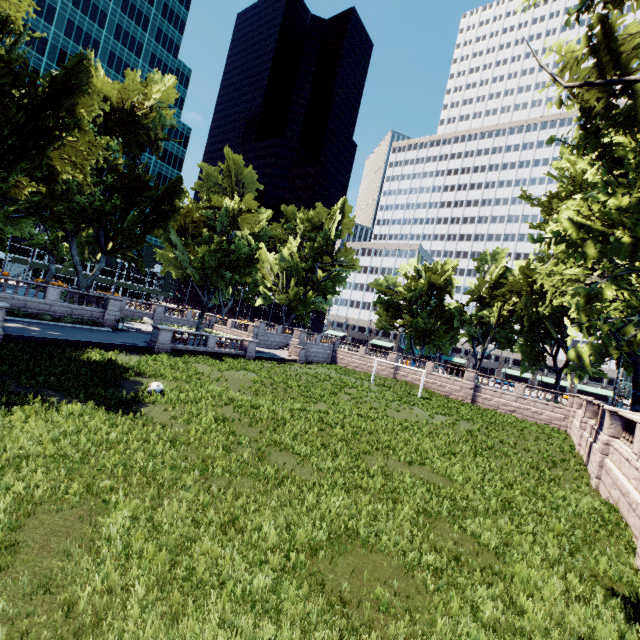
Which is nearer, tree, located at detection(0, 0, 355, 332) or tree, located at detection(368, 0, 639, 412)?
tree, located at detection(368, 0, 639, 412)

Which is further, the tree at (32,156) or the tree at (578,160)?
the tree at (32,156)

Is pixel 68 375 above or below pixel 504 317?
below
